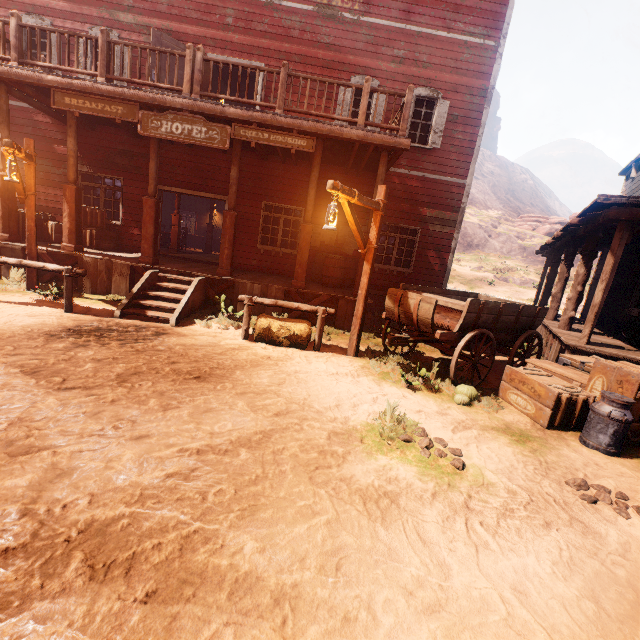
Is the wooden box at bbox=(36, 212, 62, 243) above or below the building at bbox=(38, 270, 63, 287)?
above

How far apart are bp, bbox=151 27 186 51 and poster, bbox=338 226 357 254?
4.3 meters

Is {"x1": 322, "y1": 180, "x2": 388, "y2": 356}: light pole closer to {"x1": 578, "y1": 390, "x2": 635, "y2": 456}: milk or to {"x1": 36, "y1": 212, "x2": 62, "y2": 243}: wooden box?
{"x1": 36, "y1": 212, "x2": 62, "y2": 243}: wooden box

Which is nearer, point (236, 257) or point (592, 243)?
point (592, 243)

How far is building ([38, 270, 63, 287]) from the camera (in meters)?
8.30

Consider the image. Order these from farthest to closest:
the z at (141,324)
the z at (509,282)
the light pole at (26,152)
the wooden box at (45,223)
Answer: the z at (509,282)
the wooden box at (45,223)
the light pole at (26,152)
the z at (141,324)

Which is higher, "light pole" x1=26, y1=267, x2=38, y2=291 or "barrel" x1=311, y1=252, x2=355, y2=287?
"barrel" x1=311, y1=252, x2=355, y2=287

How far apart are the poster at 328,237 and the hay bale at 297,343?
4.64m
